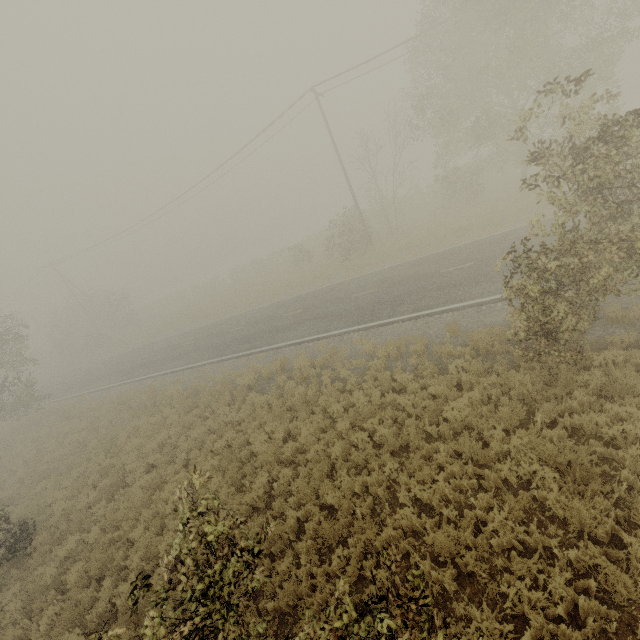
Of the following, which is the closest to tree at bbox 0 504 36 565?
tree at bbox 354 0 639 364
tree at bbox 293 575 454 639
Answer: tree at bbox 293 575 454 639

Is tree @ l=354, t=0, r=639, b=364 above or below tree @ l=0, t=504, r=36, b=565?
above

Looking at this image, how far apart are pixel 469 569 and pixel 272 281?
27.2m

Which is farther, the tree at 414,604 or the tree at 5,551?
the tree at 5,551

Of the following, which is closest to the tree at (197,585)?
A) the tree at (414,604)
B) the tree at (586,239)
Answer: the tree at (414,604)

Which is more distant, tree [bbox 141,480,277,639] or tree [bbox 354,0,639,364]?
tree [bbox 354,0,639,364]

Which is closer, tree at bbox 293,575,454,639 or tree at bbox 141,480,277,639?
tree at bbox 293,575,454,639
